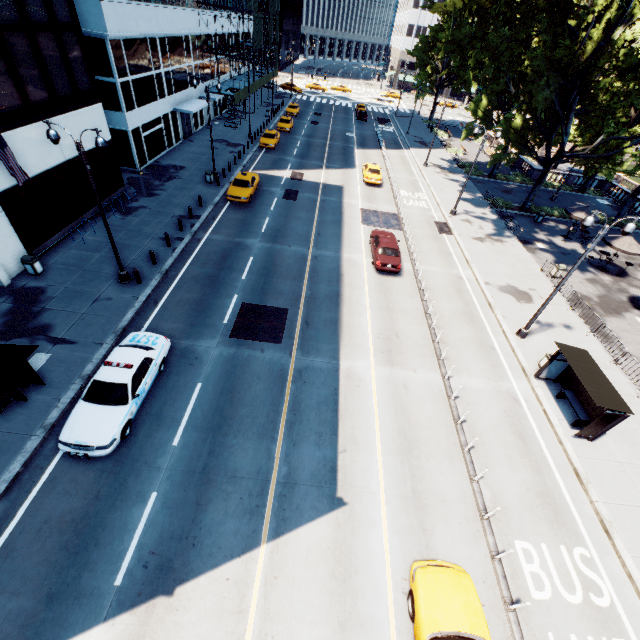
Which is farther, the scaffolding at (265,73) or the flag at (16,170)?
the scaffolding at (265,73)

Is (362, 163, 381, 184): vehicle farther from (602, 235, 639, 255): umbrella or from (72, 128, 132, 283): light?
(72, 128, 132, 283): light

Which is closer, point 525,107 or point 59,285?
point 59,285

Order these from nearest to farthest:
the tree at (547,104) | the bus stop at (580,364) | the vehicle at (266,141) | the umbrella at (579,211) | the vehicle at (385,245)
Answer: the bus stop at (580,364) < the vehicle at (385,245) < the tree at (547,104) < the umbrella at (579,211) < the vehicle at (266,141)

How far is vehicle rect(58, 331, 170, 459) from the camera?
10.6 meters

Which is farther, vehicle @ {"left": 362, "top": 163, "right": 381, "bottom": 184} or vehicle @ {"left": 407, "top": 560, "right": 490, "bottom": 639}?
vehicle @ {"left": 362, "top": 163, "right": 381, "bottom": 184}

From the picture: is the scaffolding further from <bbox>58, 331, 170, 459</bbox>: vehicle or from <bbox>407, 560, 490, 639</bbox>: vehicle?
<bbox>407, 560, 490, 639</bbox>: vehicle

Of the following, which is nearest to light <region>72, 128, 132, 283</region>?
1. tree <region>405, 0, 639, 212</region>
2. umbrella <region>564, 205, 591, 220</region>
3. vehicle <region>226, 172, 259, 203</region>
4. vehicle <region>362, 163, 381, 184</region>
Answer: vehicle <region>226, 172, 259, 203</region>
